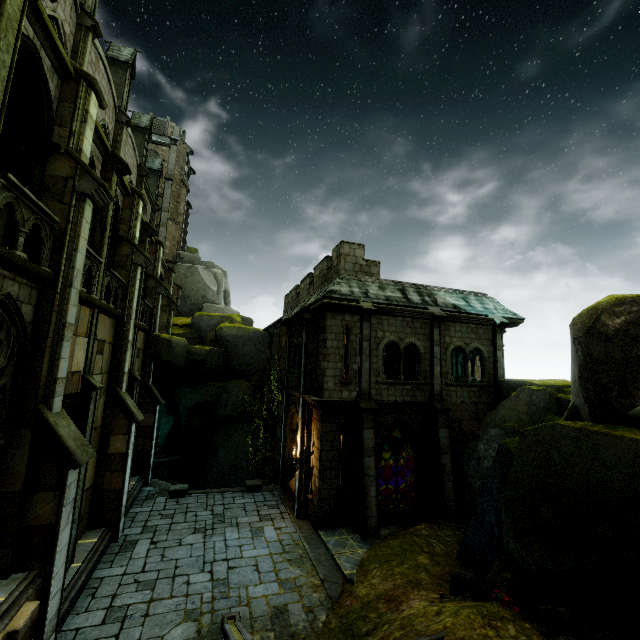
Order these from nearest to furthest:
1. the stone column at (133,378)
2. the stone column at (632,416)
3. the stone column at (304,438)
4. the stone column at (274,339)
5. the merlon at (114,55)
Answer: the stone column at (632,416), the stone column at (304,438), the stone column at (133,378), the merlon at (114,55), the stone column at (274,339)

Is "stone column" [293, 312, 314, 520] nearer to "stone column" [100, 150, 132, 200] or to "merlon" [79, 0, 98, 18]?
"stone column" [100, 150, 132, 200]

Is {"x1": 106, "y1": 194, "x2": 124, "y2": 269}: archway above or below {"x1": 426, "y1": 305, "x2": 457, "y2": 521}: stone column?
above

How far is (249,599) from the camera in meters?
9.5

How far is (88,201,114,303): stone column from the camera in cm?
1081

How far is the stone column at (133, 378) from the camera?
15.8m

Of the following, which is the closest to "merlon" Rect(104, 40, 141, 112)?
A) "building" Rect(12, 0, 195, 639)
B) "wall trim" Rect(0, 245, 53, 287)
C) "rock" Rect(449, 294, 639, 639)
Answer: "building" Rect(12, 0, 195, 639)

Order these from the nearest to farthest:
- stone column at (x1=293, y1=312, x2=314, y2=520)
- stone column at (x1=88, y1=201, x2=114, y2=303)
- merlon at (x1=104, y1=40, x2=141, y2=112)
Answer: stone column at (x1=88, y1=201, x2=114, y2=303), stone column at (x1=293, y1=312, x2=314, y2=520), merlon at (x1=104, y1=40, x2=141, y2=112)
